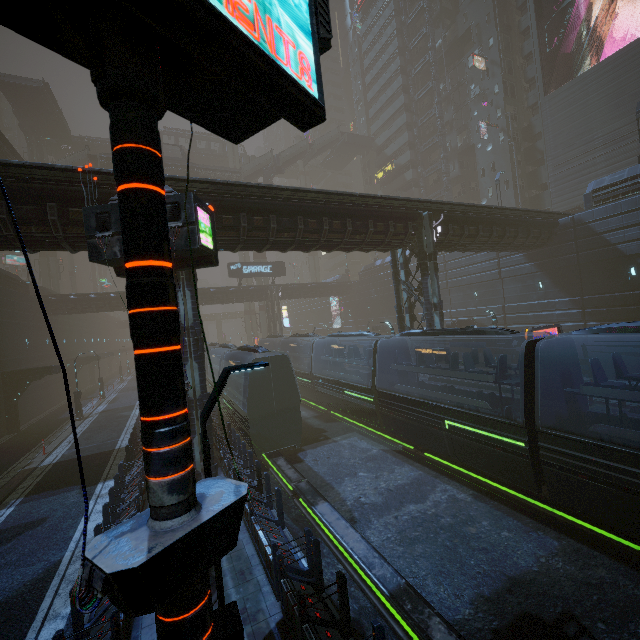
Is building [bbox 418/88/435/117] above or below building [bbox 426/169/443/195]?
above

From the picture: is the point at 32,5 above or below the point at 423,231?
below

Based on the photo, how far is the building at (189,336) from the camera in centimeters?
1303cm

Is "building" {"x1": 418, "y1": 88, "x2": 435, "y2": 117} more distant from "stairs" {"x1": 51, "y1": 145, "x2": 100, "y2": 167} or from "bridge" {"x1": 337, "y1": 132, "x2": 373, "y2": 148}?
A: "stairs" {"x1": 51, "y1": 145, "x2": 100, "y2": 167}

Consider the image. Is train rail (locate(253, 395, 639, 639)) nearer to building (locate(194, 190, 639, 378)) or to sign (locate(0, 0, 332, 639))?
building (locate(194, 190, 639, 378))

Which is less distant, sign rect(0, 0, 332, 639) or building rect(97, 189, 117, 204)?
sign rect(0, 0, 332, 639)

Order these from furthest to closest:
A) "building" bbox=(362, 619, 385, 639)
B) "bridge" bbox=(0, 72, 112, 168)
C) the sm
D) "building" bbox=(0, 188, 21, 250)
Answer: the sm → "bridge" bbox=(0, 72, 112, 168) → "building" bbox=(0, 188, 21, 250) → "building" bbox=(362, 619, 385, 639)
